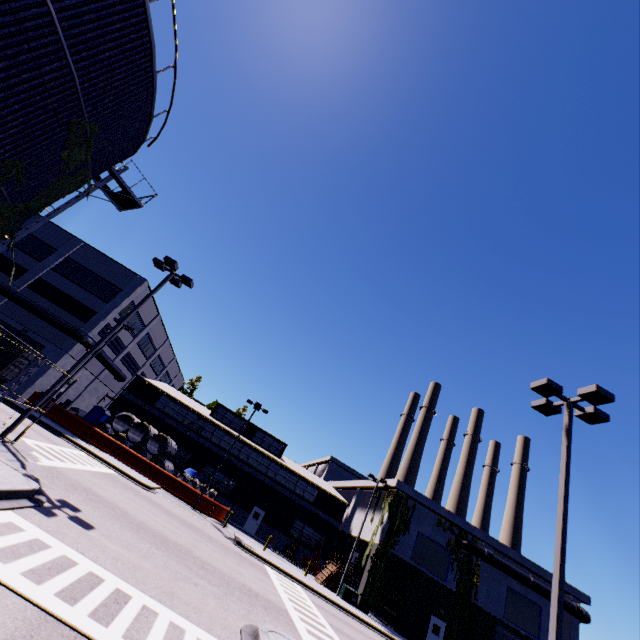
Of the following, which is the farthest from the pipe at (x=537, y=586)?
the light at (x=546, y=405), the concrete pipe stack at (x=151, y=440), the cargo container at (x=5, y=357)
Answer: the light at (x=546, y=405)

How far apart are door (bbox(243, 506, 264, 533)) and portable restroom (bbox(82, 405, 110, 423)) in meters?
19.1 m

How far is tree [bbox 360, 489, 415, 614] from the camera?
27.06m

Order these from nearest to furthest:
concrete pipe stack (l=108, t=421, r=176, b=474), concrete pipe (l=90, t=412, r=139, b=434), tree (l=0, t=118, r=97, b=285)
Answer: tree (l=0, t=118, r=97, b=285) → concrete pipe stack (l=108, t=421, r=176, b=474) → concrete pipe (l=90, t=412, r=139, b=434)

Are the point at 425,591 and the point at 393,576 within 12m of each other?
yes

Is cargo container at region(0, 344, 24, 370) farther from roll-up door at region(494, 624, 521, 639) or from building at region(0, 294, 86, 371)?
roll-up door at region(494, 624, 521, 639)

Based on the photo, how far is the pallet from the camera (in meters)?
28.31

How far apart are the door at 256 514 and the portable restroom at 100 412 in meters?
19.1 m
